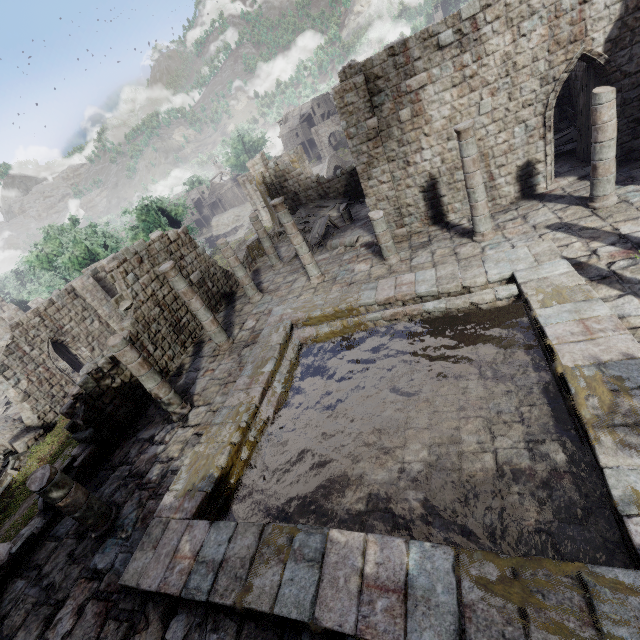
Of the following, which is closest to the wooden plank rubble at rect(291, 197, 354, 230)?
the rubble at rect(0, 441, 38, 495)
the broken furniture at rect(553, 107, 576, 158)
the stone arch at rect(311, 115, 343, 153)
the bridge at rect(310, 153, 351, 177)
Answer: the stone arch at rect(311, 115, 343, 153)

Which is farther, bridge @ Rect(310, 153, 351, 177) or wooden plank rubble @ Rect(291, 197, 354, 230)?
bridge @ Rect(310, 153, 351, 177)

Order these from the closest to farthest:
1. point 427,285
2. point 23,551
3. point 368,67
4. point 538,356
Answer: point 538,356 < point 23,551 < point 427,285 < point 368,67

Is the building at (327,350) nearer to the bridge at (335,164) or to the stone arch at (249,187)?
the stone arch at (249,187)

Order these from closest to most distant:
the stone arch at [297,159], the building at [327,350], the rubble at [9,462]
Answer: the building at [327,350], the rubble at [9,462], the stone arch at [297,159]

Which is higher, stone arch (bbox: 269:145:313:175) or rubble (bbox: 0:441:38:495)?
stone arch (bbox: 269:145:313:175)

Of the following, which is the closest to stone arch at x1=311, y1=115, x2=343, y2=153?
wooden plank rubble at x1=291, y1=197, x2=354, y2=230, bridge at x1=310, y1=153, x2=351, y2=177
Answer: bridge at x1=310, y1=153, x2=351, y2=177

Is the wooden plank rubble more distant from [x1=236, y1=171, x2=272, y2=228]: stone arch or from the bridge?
the bridge
